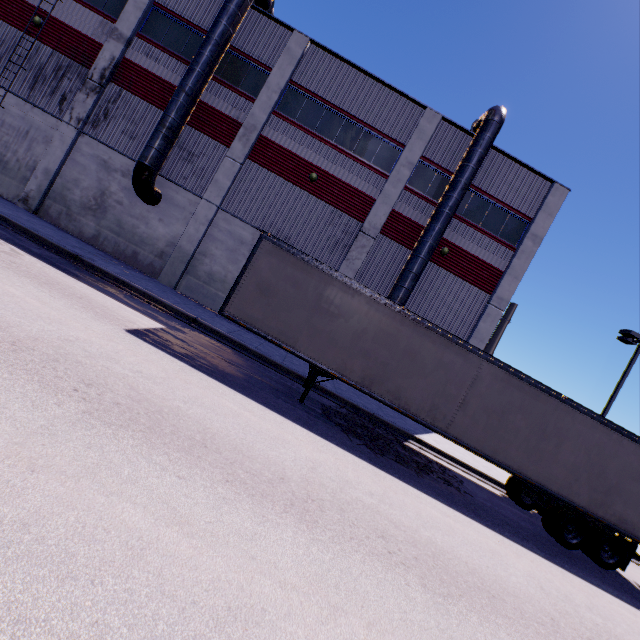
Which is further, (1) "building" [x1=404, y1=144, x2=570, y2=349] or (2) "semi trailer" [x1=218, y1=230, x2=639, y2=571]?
(1) "building" [x1=404, y1=144, x2=570, y2=349]

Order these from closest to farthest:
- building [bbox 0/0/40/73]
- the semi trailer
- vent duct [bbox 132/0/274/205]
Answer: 1. the semi trailer
2. vent duct [bbox 132/0/274/205]
3. building [bbox 0/0/40/73]

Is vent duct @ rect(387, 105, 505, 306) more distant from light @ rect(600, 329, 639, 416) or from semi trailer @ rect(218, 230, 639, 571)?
light @ rect(600, 329, 639, 416)

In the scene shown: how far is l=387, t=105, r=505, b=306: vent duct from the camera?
15.41m

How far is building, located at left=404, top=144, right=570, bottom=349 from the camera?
17.3m

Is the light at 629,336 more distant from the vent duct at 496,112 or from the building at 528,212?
the vent duct at 496,112

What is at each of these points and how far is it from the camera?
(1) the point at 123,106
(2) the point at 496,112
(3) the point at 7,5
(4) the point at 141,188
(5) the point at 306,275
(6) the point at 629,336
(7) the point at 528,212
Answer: (1) building, 16.6m
(2) vent duct, 15.5m
(3) building, 16.3m
(4) vent duct, 15.3m
(5) semi trailer, 9.6m
(6) light, 17.8m
(7) building, 17.5m
